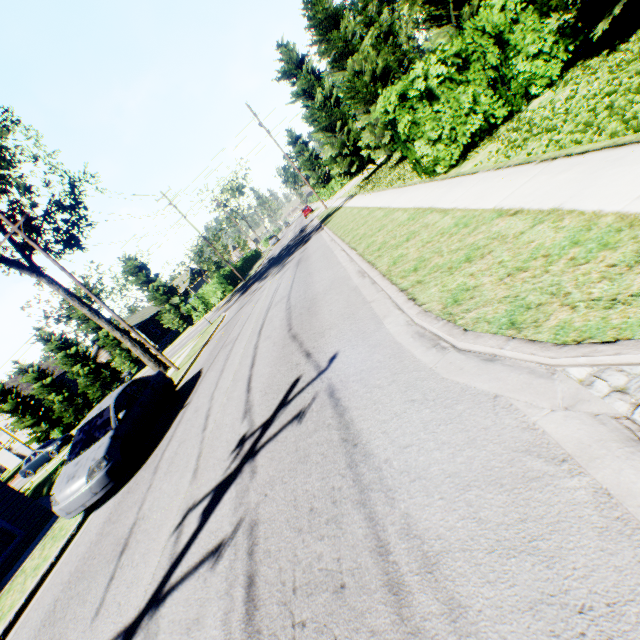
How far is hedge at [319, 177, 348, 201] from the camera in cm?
5053

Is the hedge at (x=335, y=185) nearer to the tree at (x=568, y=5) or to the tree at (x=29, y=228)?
the tree at (x=568, y=5)

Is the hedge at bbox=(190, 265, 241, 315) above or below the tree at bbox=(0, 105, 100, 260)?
below

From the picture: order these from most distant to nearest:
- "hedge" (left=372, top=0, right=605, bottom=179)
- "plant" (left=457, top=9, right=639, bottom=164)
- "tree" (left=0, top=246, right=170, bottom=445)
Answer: "tree" (left=0, top=246, right=170, bottom=445), "hedge" (left=372, top=0, right=605, bottom=179), "plant" (left=457, top=9, right=639, bottom=164)

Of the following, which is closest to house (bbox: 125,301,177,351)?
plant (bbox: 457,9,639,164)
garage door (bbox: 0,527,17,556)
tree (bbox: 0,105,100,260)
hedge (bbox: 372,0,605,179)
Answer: tree (bbox: 0,105,100,260)

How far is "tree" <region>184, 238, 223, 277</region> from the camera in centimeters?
4434cm

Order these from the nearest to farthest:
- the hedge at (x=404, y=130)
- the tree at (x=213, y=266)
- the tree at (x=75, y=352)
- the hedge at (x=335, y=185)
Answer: the hedge at (x=404, y=130) < the tree at (x=75, y=352) < the tree at (x=213, y=266) < the hedge at (x=335, y=185)

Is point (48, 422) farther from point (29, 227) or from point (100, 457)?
point (100, 457)
